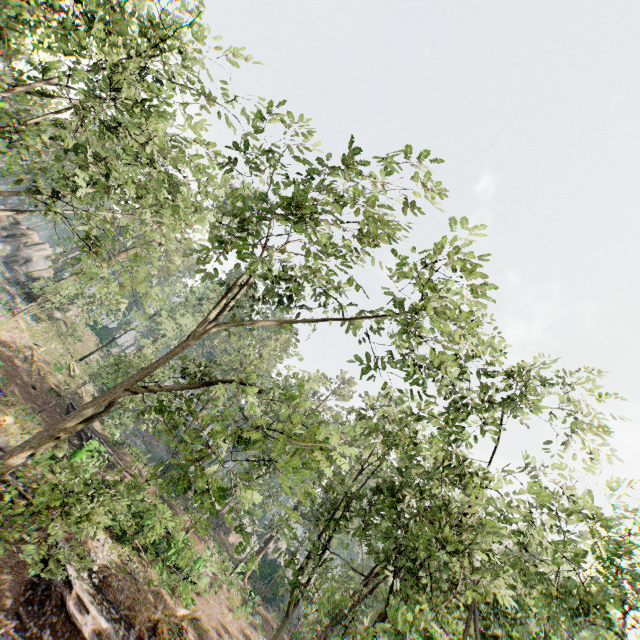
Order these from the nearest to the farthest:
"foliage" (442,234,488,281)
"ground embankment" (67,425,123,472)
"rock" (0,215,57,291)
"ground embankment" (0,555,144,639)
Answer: "foliage" (442,234,488,281) < "ground embankment" (0,555,144,639) < "ground embankment" (67,425,123,472) < "rock" (0,215,57,291)

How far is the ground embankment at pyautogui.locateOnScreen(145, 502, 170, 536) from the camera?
20.0 meters

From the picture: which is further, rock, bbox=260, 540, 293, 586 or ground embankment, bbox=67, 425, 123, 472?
rock, bbox=260, 540, 293, 586

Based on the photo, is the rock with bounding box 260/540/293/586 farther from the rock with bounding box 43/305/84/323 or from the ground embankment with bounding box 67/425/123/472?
the rock with bounding box 43/305/84/323

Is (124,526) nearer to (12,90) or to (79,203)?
(79,203)

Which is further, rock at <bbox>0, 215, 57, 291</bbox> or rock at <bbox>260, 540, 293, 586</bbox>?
rock at <bbox>260, 540, 293, 586</bbox>

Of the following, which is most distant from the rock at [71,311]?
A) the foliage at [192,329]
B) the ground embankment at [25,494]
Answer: the ground embankment at [25,494]

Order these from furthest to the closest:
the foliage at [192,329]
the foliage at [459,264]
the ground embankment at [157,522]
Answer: the ground embankment at [157,522]
the foliage at [459,264]
the foliage at [192,329]
